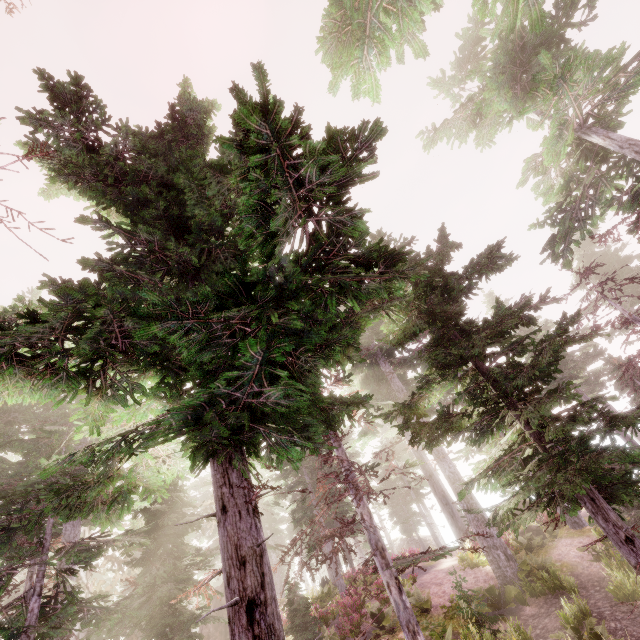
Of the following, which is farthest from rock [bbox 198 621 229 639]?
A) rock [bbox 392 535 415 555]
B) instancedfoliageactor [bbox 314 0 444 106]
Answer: rock [bbox 392 535 415 555]

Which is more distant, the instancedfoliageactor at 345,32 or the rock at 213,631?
the rock at 213,631

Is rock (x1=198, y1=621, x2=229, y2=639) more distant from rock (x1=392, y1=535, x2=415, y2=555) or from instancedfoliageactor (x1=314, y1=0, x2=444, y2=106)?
rock (x1=392, y1=535, x2=415, y2=555)

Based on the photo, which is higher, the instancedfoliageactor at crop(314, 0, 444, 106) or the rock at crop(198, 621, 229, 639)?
the instancedfoliageactor at crop(314, 0, 444, 106)

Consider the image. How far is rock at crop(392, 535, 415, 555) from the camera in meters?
43.4 m

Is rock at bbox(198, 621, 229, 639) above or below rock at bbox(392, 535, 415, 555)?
below

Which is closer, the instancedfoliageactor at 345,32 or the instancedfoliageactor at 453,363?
the instancedfoliageactor at 453,363

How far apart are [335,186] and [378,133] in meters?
0.7 m
